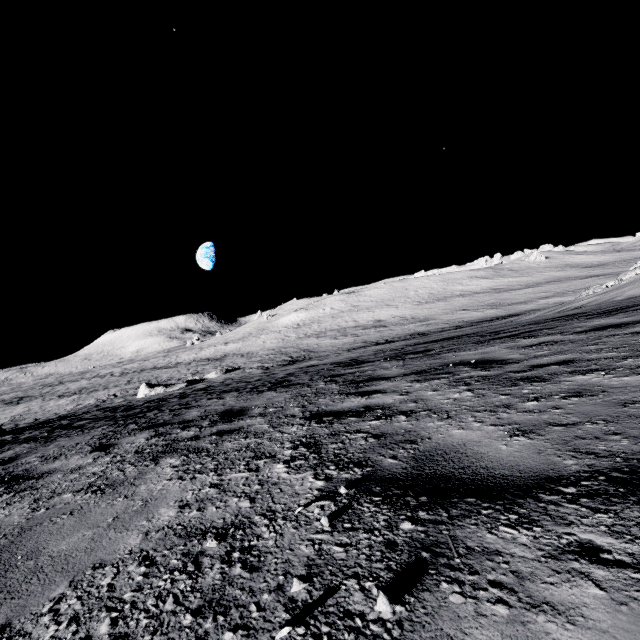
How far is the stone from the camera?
26.86m

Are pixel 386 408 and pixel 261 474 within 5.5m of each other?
yes

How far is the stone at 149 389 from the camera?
26.86m
